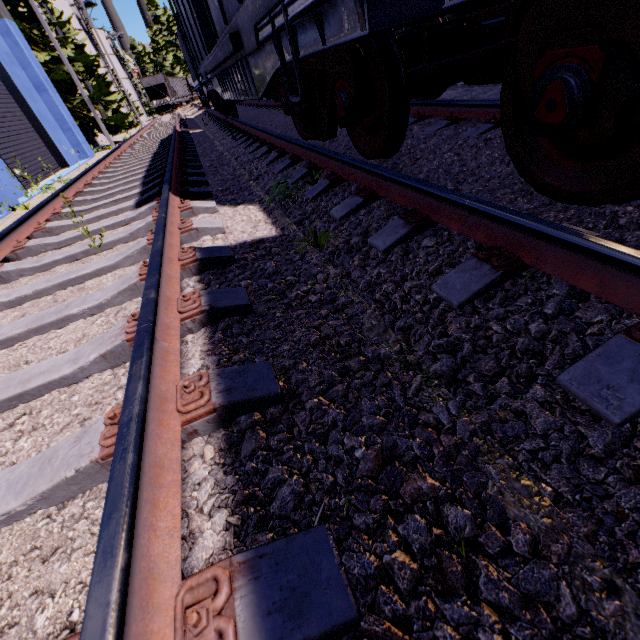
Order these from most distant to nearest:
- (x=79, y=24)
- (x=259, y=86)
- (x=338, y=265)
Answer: (x=79, y=24), (x=259, y=86), (x=338, y=265)

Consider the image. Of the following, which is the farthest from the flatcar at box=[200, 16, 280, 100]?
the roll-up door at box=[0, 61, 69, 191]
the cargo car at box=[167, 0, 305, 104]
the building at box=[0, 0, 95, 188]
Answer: the building at box=[0, 0, 95, 188]

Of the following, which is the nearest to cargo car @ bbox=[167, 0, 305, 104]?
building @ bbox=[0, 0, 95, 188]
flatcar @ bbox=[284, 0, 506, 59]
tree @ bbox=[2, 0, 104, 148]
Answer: flatcar @ bbox=[284, 0, 506, 59]

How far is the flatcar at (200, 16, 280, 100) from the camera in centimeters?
363cm

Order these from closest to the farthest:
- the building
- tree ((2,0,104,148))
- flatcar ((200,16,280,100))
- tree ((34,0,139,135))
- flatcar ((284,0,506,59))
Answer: flatcar ((284,0,506,59)), flatcar ((200,16,280,100)), the building, tree ((2,0,104,148)), tree ((34,0,139,135))

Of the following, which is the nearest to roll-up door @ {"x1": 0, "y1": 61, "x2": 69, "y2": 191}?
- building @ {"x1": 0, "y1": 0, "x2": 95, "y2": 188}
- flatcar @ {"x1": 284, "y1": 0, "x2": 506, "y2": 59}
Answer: building @ {"x1": 0, "y1": 0, "x2": 95, "y2": 188}

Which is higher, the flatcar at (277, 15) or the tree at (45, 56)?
the tree at (45, 56)

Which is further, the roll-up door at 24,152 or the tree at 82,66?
the tree at 82,66
